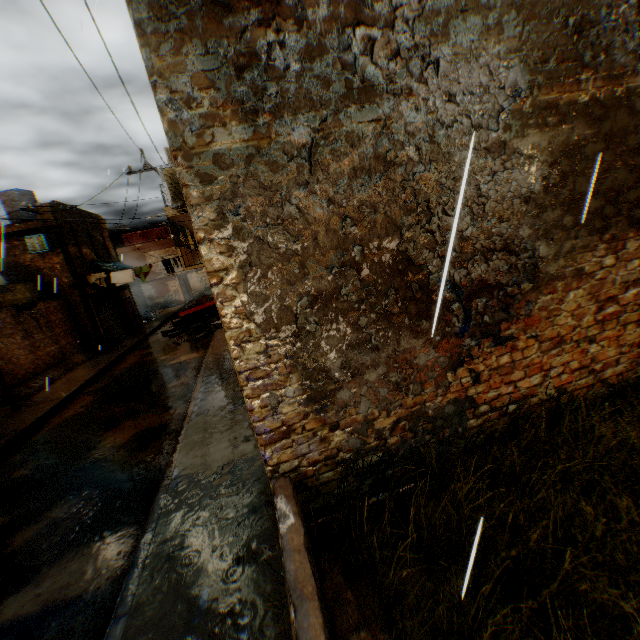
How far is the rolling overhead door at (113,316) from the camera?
19.0m

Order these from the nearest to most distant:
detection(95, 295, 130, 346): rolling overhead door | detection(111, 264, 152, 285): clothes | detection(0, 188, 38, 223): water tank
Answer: detection(111, 264, 152, 285): clothes, detection(0, 188, 38, 223): water tank, detection(95, 295, 130, 346): rolling overhead door

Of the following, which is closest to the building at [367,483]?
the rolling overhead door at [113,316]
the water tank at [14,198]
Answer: the rolling overhead door at [113,316]

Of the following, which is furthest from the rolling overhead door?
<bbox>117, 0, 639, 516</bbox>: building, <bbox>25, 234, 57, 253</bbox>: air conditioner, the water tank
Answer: the water tank

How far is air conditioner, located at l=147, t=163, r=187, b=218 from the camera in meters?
6.4

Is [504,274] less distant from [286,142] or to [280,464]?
[286,142]

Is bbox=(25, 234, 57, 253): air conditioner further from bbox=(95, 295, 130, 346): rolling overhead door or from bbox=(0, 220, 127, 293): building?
bbox=(95, 295, 130, 346): rolling overhead door

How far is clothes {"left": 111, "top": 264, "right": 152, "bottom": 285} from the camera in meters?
17.9 m
